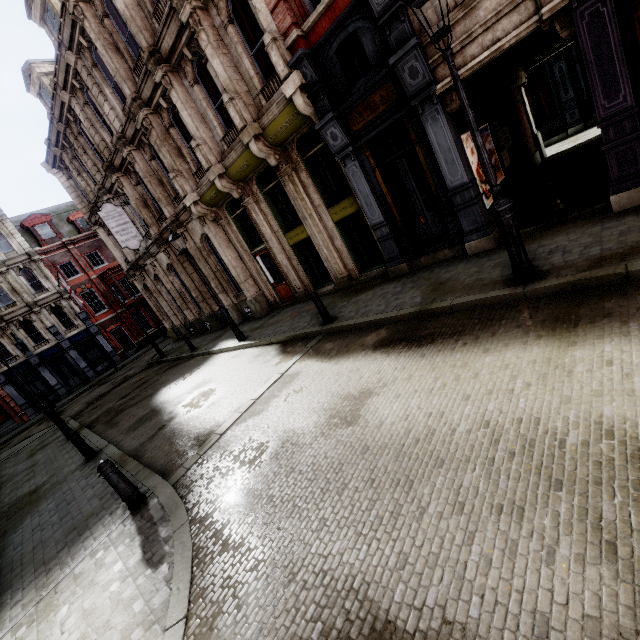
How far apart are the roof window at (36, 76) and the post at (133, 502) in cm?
2125

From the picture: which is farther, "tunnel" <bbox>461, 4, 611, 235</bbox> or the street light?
"tunnel" <bbox>461, 4, 611, 235</bbox>

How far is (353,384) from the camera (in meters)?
5.60

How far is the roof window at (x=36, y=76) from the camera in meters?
17.1

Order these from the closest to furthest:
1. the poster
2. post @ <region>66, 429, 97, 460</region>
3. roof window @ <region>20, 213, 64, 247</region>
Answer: post @ <region>66, 429, 97, 460</region> < the poster < roof window @ <region>20, 213, 64, 247</region>

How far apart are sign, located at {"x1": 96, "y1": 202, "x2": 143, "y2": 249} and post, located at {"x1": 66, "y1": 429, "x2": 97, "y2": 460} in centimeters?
1027cm

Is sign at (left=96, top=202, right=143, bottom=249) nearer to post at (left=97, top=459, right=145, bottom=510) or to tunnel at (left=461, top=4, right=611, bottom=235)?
post at (left=97, top=459, right=145, bottom=510)

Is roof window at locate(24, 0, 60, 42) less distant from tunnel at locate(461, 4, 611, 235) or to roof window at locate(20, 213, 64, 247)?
tunnel at locate(461, 4, 611, 235)
